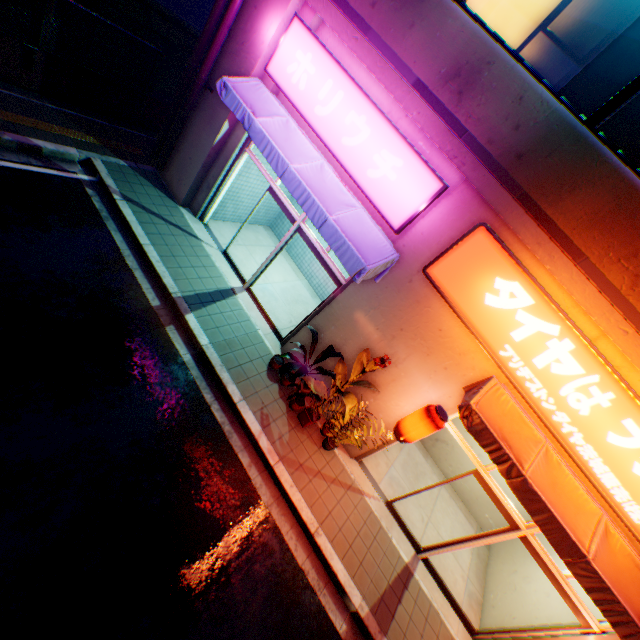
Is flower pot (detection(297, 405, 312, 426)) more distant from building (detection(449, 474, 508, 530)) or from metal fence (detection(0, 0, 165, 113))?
metal fence (detection(0, 0, 165, 113))

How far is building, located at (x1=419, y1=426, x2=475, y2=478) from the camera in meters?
9.2

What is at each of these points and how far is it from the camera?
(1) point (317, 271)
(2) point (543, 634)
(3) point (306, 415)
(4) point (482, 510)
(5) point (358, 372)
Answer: (1) building, 10.8m
(2) door, 6.0m
(3) flower pot, 7.0m
(4) building, 9.1m
(5) plants, 6.5m

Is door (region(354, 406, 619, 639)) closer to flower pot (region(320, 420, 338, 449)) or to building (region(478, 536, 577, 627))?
building (region(478, 536, 577, 627))

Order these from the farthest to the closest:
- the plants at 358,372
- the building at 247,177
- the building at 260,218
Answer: the building at 260,218 < the building at 247,177 < the plants at 358,372

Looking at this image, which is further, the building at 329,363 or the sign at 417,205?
the building at 329,363

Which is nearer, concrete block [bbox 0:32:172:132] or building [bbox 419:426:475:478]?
concrete block [bbox 0:32:172:132]

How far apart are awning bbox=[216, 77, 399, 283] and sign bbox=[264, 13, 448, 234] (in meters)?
0.11
